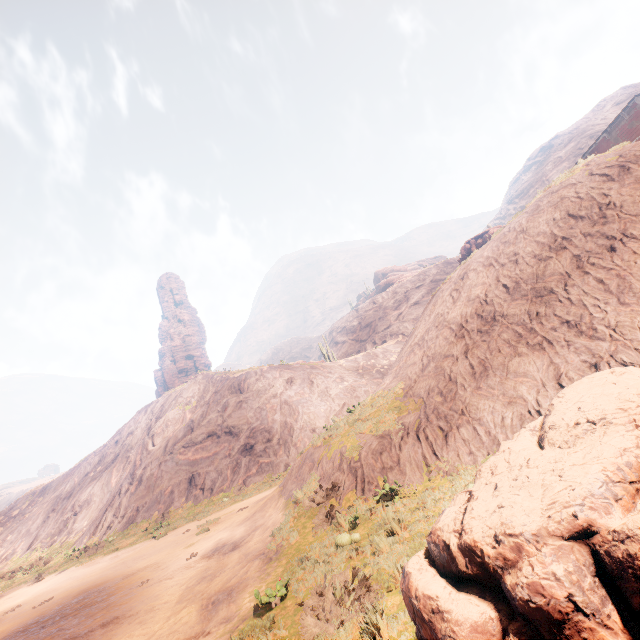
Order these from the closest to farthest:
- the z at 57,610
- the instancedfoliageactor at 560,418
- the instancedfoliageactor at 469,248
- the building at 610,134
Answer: the instancedfoliageactor at 560,418 < the z at 57,610 < the building at 610,134 < the instancedfoliageactor at 469,248

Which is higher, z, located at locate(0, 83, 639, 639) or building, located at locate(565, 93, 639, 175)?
building, located at locate(565, 93, 639, 175)

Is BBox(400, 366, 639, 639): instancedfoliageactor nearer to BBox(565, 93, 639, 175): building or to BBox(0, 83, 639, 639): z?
BBox(0, 83, 639, 639): z

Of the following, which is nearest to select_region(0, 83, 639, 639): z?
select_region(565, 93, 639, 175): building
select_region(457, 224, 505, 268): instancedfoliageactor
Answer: select_region(565, 93, 639, 175): building

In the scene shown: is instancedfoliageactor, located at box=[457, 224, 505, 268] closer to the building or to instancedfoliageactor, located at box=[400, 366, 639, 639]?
the building

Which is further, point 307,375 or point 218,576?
point 307,375

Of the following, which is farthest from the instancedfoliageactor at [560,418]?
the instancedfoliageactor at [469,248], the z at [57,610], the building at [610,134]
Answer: the instancedfoliageactor at [469,248]

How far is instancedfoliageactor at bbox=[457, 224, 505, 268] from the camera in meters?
17.7 m
